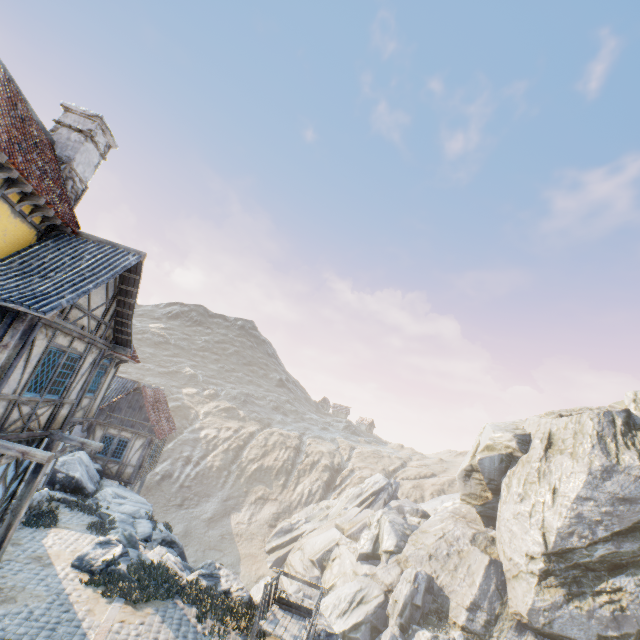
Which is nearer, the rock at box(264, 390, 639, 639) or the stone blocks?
the stone blocks

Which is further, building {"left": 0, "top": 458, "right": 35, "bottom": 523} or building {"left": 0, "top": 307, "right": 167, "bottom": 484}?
building {"left": 0, "top": 458, "right": 35, "bottom": 523}

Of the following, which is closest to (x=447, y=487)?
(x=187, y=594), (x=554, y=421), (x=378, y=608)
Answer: (x=554, y=421)

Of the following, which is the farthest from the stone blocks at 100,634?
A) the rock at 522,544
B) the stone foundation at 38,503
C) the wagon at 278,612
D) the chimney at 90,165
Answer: the chimney at 90,165

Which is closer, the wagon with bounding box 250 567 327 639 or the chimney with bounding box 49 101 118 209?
the wagon with bounding box 250 567 327 639

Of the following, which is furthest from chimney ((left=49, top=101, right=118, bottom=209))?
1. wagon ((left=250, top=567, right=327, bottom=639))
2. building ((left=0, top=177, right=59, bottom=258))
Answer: wagon ((left=250, top=567, right=327, bottom=639))

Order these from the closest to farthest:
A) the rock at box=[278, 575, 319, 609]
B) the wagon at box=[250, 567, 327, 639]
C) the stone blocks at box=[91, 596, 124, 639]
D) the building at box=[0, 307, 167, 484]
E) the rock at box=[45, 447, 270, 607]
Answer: the building at box=[0, 307, 167, 484] → the stone blocks at box=[91, 596, 124, 639] → the wagon at box=[250, 567, 327, 639] → the rock at box=[45, 447, 270, 607] → the rock at box=[278, 575, 319, 609]

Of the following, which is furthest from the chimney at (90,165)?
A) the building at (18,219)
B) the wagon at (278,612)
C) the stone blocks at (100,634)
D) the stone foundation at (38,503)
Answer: the wagon at (278,612)
